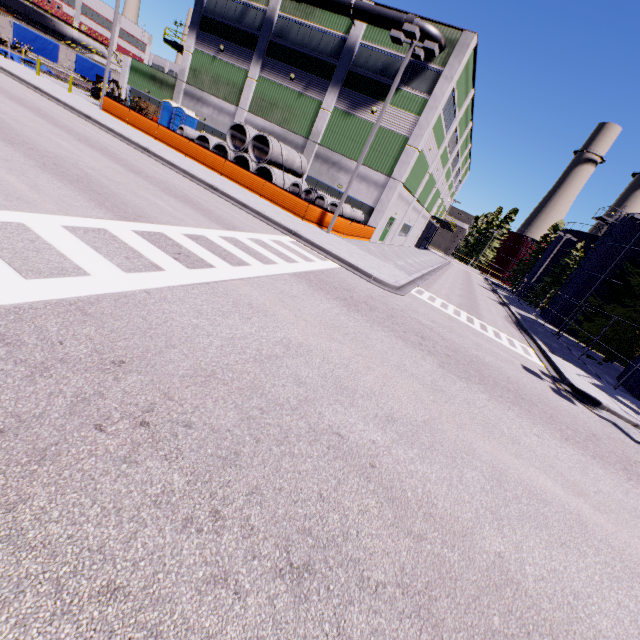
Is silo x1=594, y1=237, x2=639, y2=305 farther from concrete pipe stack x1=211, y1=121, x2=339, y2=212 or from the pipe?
the pipe

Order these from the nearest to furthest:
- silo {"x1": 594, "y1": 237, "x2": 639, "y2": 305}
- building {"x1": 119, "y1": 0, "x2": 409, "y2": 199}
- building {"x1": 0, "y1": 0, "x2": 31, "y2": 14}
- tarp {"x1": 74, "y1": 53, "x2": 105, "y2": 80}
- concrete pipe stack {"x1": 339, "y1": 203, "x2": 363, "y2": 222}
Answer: concrete pipe stack {"x1": 339, "y1": 203, "x2": 363, "y2": 222} < building {"x1": 119, "y1": 0, "x2": 409, "y2": 199} < silo {"x1": 594, "y1": 237, "x2": 639, "y2": 305} < tarp {"x1": 74, "y1": 53, "x2": 105, "y2": 80} < building {"x1": 0, "y1": 0, "x2": 31, "y2": 14}

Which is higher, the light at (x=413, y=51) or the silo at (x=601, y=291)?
the light at (x=413, y=51)

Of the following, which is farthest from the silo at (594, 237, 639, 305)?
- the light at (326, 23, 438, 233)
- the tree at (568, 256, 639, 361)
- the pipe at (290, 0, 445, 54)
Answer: the pipe at (290, 0, 445, 54)

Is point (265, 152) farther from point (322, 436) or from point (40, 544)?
point (40, 544)

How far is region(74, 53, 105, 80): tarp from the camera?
37.1m

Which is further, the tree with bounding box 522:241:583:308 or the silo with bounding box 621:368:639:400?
the tree with bounding box 522:241:583:308

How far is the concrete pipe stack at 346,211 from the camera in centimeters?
2195cm
